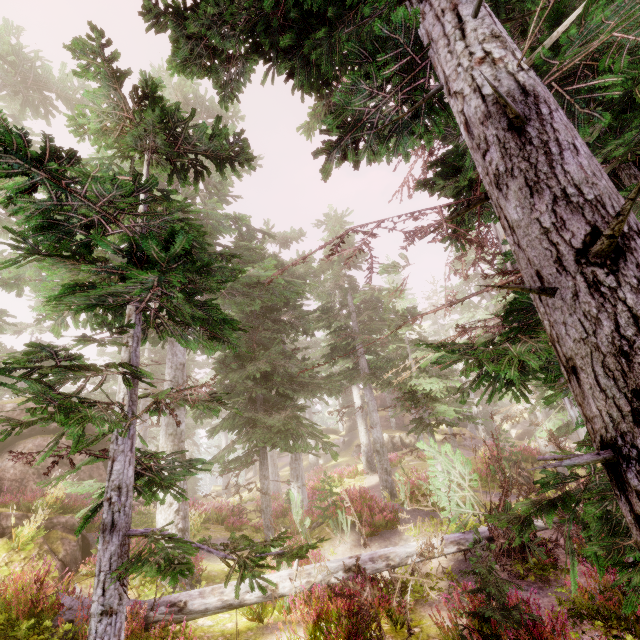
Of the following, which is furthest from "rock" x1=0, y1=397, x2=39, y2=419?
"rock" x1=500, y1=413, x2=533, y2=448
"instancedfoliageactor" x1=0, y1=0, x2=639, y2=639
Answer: "rock" x1=500, y1=413, x2=533, y2=448

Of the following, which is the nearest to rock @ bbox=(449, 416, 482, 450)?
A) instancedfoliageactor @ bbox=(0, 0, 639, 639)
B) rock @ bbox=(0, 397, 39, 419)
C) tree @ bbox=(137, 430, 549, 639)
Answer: instancedfoliageactor @ bbox=(0, 0, 639, 639)

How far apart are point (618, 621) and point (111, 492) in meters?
8.2 m

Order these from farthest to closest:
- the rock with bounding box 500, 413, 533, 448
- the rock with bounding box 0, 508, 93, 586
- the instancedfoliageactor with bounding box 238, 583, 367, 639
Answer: the rock with bounding box 500, 413, 533, 448 < the rock with bounding box 0, 508, 93, 586 < the instancedfoliageactor with bounding box 238, 583, 367, 639

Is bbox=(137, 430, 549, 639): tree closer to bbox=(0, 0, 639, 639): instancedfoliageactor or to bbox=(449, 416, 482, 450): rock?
bbox=(0, 0, 639, 639): instancedfoliageactor

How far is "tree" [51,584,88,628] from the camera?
6.3m

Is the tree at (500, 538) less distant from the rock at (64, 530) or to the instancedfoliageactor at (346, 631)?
the instancedfoliageactor at (346, 631)

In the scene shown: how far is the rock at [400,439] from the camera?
32.8m
